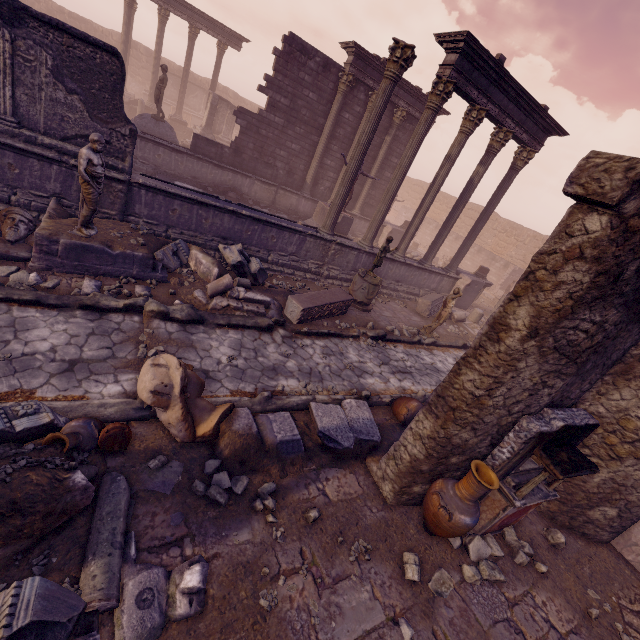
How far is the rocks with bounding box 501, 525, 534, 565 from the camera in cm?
478

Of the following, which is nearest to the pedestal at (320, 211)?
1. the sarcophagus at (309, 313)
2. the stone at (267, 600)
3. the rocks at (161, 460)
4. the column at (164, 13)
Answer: the sarcophagus at (309, 313)

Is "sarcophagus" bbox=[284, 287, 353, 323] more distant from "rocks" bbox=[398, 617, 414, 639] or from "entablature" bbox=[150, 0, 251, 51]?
"entablature" bbox=[150, 0, 251, 51]

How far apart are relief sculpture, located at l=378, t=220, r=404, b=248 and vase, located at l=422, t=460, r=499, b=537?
16.8 meters

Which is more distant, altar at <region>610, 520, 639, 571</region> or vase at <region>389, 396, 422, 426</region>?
vase at <region>389, 396, 422, 426</region>

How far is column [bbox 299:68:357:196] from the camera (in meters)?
14.40

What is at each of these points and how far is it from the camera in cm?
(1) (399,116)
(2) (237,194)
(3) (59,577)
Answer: (1) column, 1630
(2) stone blocks, 1475
(3) debris pile, 267

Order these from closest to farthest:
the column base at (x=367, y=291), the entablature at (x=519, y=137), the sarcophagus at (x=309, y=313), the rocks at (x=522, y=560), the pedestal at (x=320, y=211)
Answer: the rocks at (x=522, y=560)
the sarcophagus at (x=309, y=313)
the entablature at (x=519, y=137)
the column base at (x=367, y=291)
the pedestal at (x=320, y=211)
